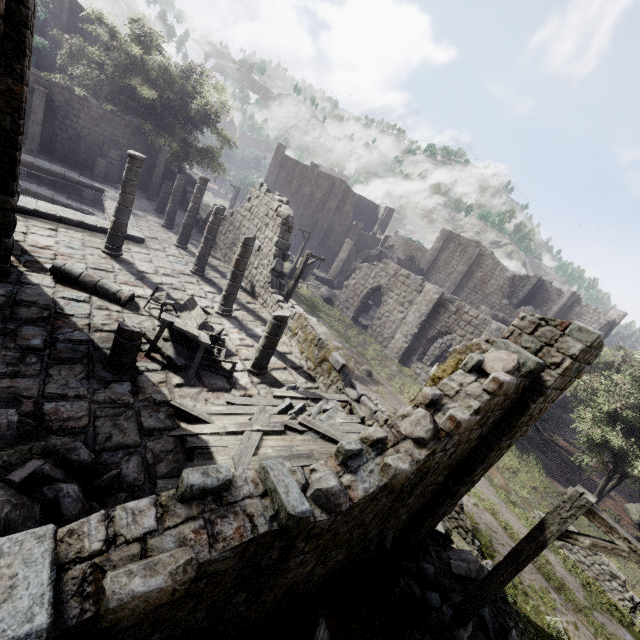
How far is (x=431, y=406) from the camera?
5.7 meters

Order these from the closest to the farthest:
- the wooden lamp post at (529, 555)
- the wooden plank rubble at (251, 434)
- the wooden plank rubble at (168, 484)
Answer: the wooden lamp post at (529, 555), the wooden plank rubble at (168, 484), the wooden plank rubble at (251, 434)

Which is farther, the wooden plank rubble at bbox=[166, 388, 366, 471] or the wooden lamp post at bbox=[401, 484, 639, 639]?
the wooden plank rubble at bbox=[166, 388, 366, 471]

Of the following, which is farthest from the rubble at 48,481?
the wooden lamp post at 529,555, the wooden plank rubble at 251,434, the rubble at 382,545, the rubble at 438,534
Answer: the rubble at 438,534

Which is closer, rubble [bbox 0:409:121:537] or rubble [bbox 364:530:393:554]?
rubble [bbox 0:409:121:537]

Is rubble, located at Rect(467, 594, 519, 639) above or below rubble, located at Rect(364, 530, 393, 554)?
below

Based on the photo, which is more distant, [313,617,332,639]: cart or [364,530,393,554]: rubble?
[364,530,393,554]: rubble

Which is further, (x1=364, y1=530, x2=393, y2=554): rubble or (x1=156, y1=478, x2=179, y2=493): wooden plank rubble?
(x1=364, y1=530, x2=393, y2=554): rubble
